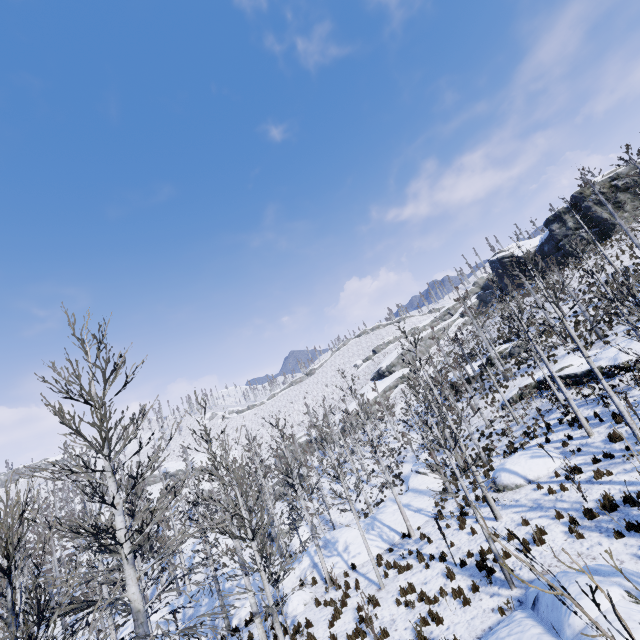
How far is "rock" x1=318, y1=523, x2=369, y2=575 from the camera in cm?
1772

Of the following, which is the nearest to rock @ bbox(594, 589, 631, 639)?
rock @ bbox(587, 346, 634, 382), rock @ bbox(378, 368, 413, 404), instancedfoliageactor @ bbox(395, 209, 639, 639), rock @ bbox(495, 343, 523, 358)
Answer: instancedfoliageactor @ bbox(395, 209, 639, 639)

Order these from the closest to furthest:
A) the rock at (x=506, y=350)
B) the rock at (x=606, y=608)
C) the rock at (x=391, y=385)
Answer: the rock at (x=606, y=608)
the rock at (x=506, y=350)
the rock at (x=391, y=385)

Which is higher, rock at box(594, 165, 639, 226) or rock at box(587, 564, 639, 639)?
rock at box(594, 165, 639, 226)

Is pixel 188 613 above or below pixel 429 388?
below

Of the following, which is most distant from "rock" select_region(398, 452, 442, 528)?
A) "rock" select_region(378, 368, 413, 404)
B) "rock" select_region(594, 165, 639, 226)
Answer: Answer: "rock" select_region(594, 165, 639, 226)

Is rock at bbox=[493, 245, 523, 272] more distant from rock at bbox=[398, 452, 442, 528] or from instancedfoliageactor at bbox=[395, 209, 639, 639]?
rock at bbox=[398, 452, 442, 528]

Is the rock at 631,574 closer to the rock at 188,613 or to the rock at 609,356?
the rock at 188,613
